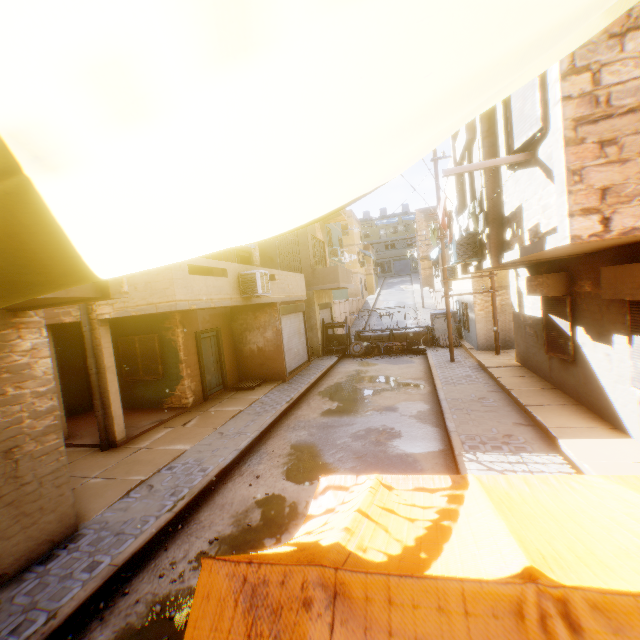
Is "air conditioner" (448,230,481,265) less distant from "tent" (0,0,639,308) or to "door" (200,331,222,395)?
"tent" (0,0,639,308)

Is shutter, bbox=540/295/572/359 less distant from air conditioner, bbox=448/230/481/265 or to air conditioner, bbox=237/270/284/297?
air conditioner, bbox=448/230/481/265

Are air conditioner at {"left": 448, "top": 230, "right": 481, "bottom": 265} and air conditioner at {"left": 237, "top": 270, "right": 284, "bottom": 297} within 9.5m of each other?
yes

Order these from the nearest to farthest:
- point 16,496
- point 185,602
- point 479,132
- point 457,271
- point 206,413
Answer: point 185,602
point 16,496
point 479,132
point 206,413
point 457,271

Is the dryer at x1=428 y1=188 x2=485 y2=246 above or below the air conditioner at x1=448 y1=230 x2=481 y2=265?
above

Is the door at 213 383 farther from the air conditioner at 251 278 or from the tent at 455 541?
the tent at 455 541

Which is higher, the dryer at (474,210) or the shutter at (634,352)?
the dryer at (474,210)

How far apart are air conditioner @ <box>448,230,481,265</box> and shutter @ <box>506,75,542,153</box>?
3.00m
